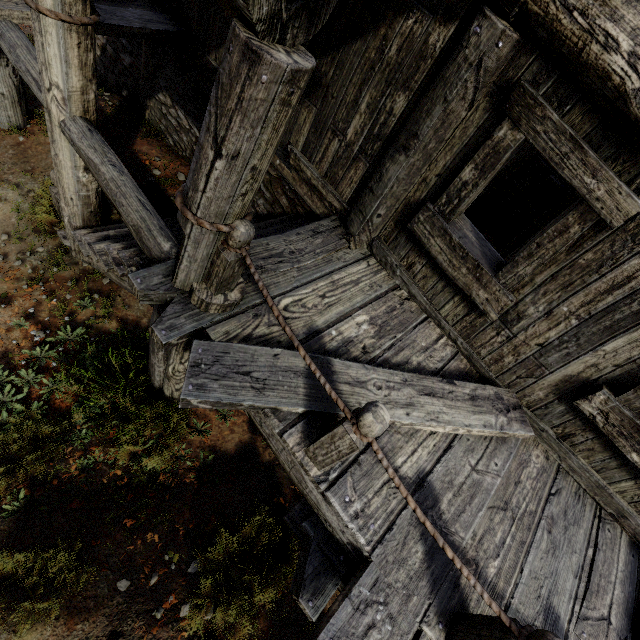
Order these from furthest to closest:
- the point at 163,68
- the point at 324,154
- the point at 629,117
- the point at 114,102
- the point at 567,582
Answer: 1. the point at 114,102
2. the point at 163,68
3. the point at 324,154
4. the point at 567,582
5. the point at 629,117
